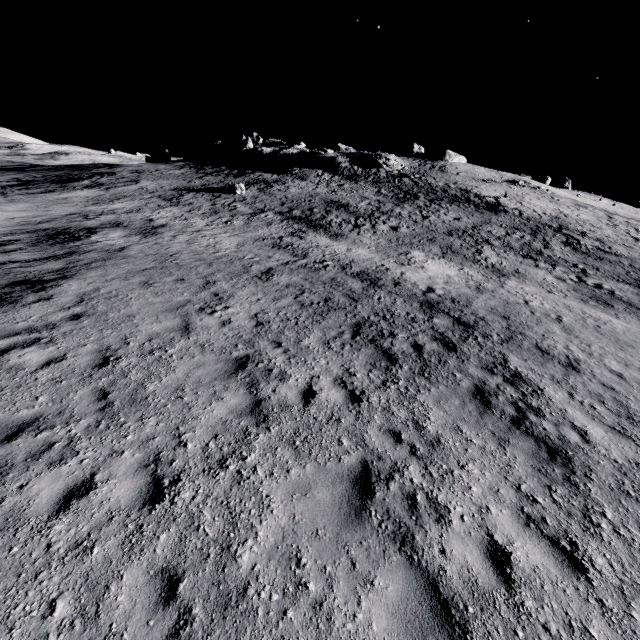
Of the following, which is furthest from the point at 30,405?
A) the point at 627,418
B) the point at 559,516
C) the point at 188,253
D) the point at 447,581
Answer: the point at 627,418
